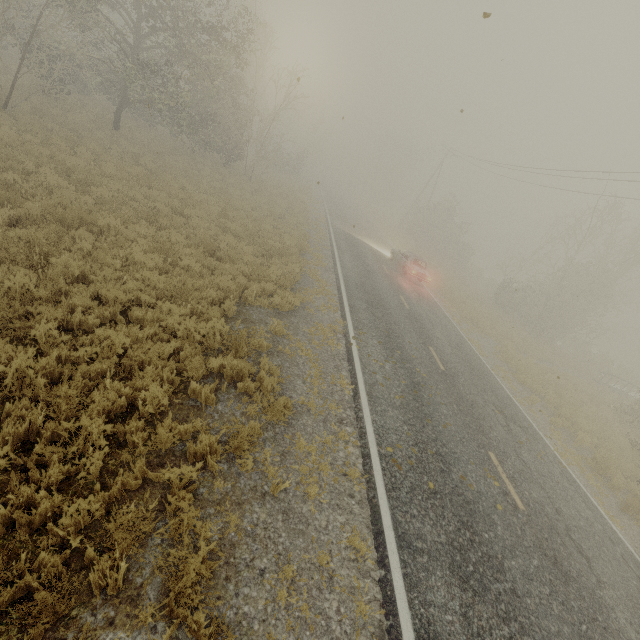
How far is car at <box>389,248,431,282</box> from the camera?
21.1m

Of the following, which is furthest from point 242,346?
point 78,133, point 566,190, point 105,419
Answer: point 566,190

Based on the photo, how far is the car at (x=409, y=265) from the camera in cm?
2106
